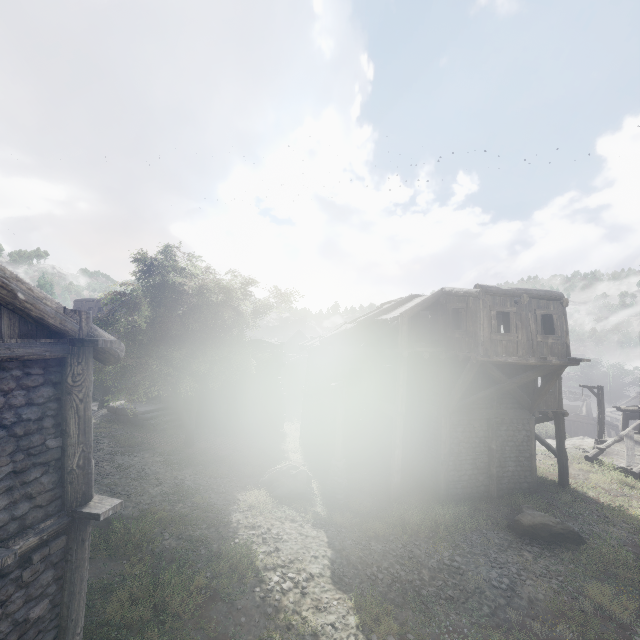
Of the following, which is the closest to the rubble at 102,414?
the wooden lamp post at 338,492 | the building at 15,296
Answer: the building at 15,296

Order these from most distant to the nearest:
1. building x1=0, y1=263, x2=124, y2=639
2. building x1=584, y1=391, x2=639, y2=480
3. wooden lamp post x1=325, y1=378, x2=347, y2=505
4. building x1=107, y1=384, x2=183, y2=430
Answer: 1. building x1=107, y1=384, x2=183, y2=430
2. building x1=584, y1=391, x2=639, y2=480
3. wooden lamp post x1=325, y1=378, x2=347, y2=505
4. building x1=0, y1=263, x2=124, y2=639

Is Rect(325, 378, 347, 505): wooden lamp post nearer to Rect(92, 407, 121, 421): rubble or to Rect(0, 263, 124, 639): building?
Rect(0, 263, 124, 639): building

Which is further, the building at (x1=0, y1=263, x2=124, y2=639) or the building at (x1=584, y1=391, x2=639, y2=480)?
the building at (x1=584, y1=391, x2=639, y2=480)

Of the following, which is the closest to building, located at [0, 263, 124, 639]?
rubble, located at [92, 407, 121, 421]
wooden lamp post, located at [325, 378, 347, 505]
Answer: rubble, located at [92, 407, 121, 421]

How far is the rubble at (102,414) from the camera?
22.2m

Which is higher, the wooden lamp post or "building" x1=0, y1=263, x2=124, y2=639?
"building" x1=0, y1=263, x2=124, y2=639

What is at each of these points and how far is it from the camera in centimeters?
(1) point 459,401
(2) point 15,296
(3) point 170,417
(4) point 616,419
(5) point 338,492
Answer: (1) building, 1520cm
(2) building, 464cm
(3) building, 2306cm
(4) building, 4725cm
(5) wooden lamp post, 1376cm
